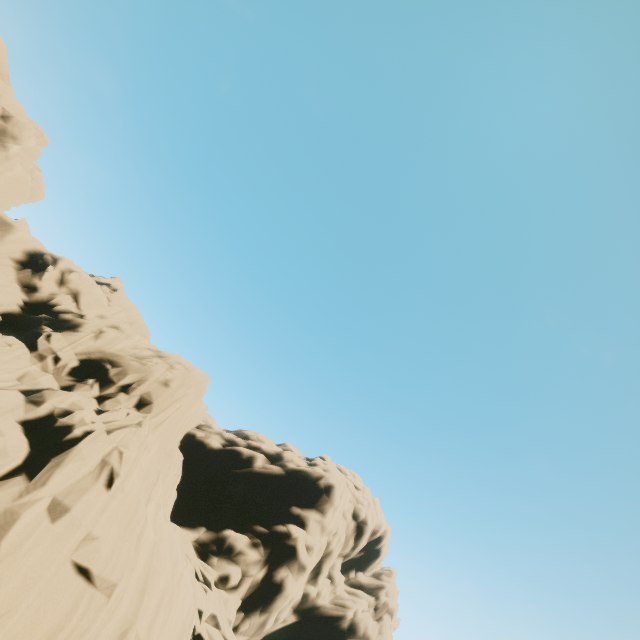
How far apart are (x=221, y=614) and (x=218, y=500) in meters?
8.7 m
